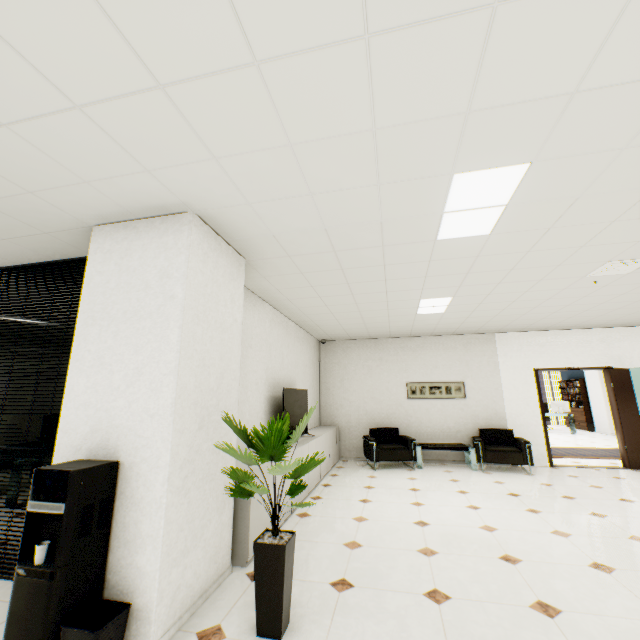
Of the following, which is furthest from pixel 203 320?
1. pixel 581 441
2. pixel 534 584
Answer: pixel 581 441

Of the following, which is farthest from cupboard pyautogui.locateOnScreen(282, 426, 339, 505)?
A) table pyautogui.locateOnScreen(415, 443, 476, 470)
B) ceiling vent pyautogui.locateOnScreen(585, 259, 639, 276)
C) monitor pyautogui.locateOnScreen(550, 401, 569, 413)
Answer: monitor pyautogui.locateOnScreen(550, 401, 569, 413)

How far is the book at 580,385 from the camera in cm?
1384

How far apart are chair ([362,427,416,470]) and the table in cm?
3

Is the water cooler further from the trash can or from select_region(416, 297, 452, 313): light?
select_region(416, 297, 452, 313): light

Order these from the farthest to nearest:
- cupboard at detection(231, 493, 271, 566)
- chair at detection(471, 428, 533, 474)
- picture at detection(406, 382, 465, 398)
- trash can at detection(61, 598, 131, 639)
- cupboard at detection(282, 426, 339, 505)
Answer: picture at detection(406, 382, 465, 398) → chair at detection(471, 428, 533, 474) → cupboard at detection(282, 426, 339, 505) → cupboard at detection(231, 493, 271, 566) → trash can at detection(61, 598, 131, 639)

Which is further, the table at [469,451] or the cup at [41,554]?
the table at [469,451]

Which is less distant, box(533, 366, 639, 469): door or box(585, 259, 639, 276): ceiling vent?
box(585, 259, 639, 276): ceiling vent
